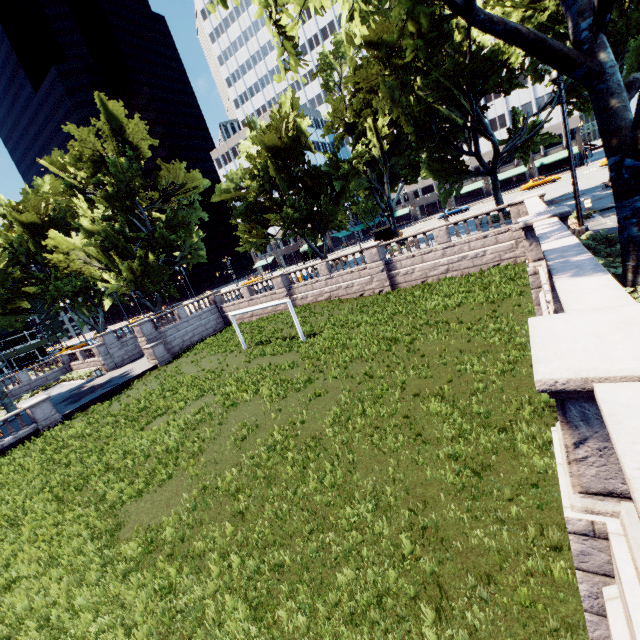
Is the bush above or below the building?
below

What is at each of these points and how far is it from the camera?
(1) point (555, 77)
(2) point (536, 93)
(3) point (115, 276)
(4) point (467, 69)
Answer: (1) light, 13.5 meters
(2) building, 60.0 meters
(3) tree, 41.8 meters
(4) tree, 21.5 meters

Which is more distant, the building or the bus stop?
the building

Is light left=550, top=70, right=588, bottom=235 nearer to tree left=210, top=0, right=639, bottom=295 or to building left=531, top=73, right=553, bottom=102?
tree left=210, top=0, right=639, bottom=295

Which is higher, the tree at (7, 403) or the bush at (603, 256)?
the bush at (603, 256)

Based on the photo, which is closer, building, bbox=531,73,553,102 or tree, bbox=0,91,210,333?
tree, bbox=0,91,210,333

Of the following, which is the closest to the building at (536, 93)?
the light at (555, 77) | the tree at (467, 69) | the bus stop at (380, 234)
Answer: the tree at (467, 69)

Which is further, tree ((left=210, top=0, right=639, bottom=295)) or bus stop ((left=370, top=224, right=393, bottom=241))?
bus stop ((left=370, top=224, right=393, bottom=241))
